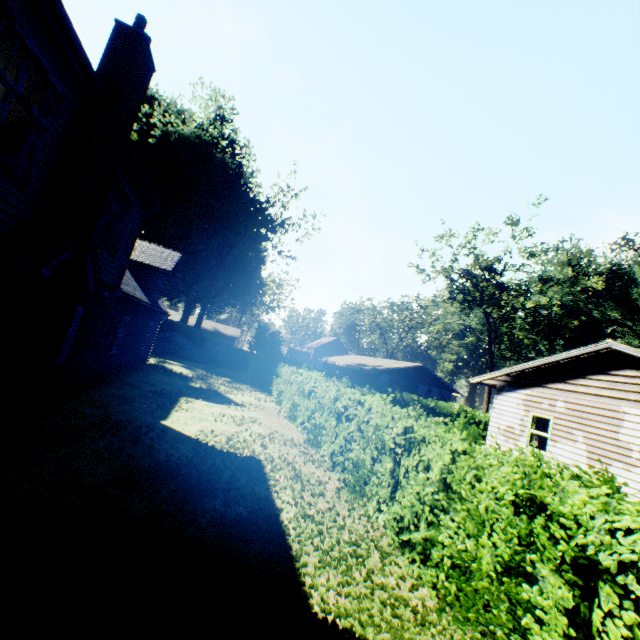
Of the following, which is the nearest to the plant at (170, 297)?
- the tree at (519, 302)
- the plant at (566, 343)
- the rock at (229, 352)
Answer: the rock at (229, 352)

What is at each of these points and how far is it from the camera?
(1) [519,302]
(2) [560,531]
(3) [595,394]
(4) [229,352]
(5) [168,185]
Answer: (1) tree, 37.9m
(2) hedge, 3.6m
(3) house, 12.2m
(4) rock, 34.7m
(5) plant, 39.6m

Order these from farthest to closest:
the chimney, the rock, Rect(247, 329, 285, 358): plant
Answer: Rect(247, 329, 285, 358): plant → the rock → the chimney

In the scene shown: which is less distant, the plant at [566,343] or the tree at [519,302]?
the tree at [519,302]

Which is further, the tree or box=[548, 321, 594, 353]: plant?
box=[548, 321, 594, 353]: plant

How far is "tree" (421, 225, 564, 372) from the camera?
34.9m

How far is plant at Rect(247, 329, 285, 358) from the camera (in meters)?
33.75
